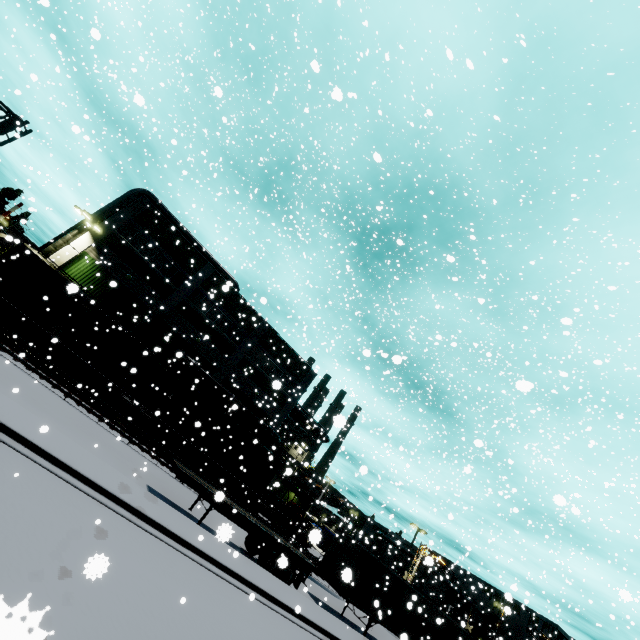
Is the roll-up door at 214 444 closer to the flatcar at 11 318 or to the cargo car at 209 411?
the cargo car at 209 411

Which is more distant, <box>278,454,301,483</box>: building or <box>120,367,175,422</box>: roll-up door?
<box>120,367,175,422</box>: roll-up door

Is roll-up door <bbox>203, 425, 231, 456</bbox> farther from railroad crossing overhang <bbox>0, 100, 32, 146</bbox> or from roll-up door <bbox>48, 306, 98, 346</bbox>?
→ railroad crossing overhang <bbox>0, 100, 32, 146</bbox>

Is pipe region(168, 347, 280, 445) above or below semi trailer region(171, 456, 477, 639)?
above

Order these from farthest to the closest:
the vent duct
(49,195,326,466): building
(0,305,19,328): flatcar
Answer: the vent duct < (49,195,326,466): building < (0,305,19,328): flatcar

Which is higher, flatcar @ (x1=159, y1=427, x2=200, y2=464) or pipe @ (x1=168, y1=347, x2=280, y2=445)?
pipe @ (x1=168, y1=347, x2=280, y2=445)

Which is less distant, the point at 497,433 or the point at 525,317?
the point at 497,433

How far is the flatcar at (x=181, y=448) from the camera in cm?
2388
